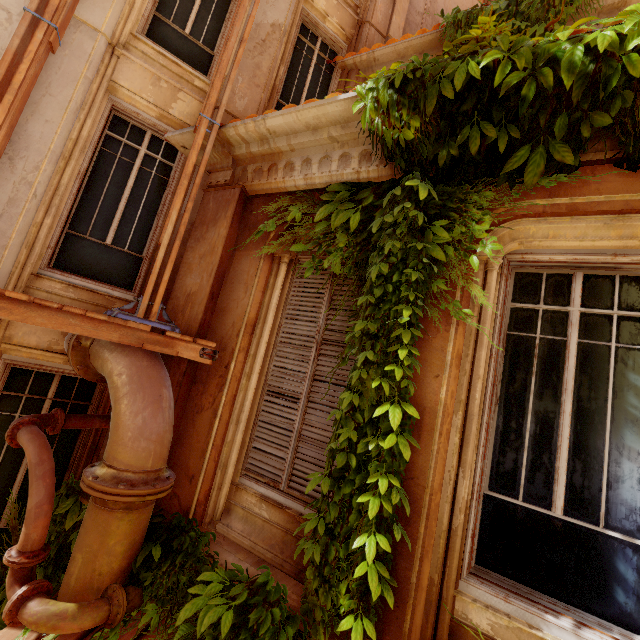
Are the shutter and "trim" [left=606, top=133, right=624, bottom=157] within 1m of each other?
no

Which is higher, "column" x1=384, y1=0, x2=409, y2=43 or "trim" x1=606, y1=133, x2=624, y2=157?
"column" x1=384, y1=0, x2=409, y2=43

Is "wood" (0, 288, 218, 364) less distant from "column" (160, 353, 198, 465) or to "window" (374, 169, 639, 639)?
"column" (160, 353, 198, 465)

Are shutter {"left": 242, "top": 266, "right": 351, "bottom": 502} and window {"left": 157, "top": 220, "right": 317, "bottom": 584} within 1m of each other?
yes

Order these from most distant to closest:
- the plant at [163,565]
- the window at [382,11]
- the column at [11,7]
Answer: the window at [382,11] → the column at [11,7] → the plant at [163,565]

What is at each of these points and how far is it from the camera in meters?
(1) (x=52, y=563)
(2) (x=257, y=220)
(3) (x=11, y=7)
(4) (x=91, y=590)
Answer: (1) plant, 3.4 m
(2) window, 4.1 m
(3) column, 3.8 m
(4) pipe, 2.5 m

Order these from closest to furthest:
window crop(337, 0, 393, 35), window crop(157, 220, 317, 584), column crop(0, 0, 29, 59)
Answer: window crop(157, 220, 317, 584)
column crop(0, 0, 29, 59)
window crop(337, 0, 393, 35)

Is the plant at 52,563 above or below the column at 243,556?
below
